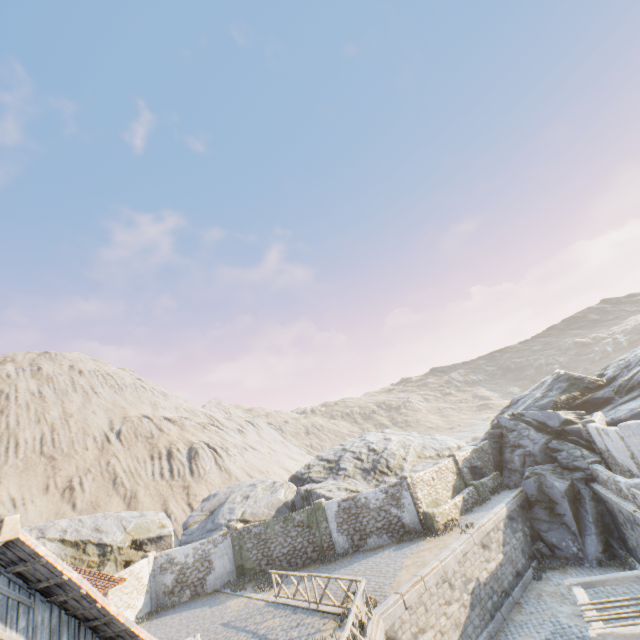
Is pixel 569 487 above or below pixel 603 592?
above

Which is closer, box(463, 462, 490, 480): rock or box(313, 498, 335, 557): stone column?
box(313, 498, 335, 557): stone column

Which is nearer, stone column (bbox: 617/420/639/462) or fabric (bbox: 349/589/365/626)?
fabric (bbox: 349/589/365/626)

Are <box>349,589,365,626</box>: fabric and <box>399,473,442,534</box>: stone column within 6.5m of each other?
no

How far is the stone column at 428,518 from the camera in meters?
18.4

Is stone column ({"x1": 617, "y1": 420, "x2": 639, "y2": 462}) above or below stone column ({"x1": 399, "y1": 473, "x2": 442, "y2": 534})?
above

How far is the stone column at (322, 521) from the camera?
19.8m

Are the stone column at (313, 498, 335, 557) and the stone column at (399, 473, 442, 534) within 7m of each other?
yes
